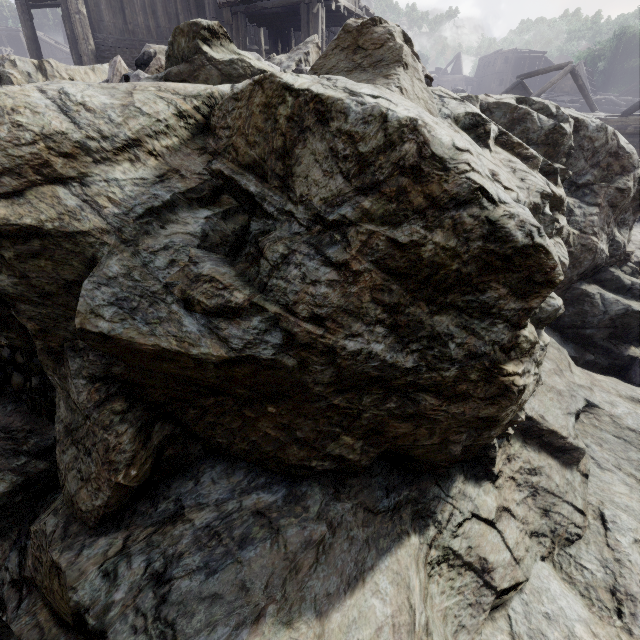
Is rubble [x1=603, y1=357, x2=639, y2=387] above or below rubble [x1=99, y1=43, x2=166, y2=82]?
below

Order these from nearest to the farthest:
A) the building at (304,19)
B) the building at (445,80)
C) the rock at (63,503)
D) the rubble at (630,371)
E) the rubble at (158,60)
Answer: the rock at (63,503) < the rubble at (158,60) < the rubble at (630,371) < the building at (304,19) < the building at (445,80)

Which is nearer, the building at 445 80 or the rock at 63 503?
the rock at 63 503

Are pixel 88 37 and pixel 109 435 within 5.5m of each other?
no

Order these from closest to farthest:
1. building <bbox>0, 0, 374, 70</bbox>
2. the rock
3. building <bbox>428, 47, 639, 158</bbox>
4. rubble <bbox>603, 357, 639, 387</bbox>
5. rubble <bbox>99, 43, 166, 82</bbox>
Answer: the rock
rubble <bbox>99, 43, 166, 82</bbox>
rubble <bbox>603, 357, 639, 387</bbox>
building <bbox>0, 0, 374, 70</bbox>
building <bbox>428, 47, 639, 158</bbox>

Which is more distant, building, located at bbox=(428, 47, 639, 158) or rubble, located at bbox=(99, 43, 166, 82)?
building, located at bbox=(428, 47, 639, 158)

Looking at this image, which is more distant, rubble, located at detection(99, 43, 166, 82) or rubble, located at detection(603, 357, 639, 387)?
rubble, located at detection(603, 357, 639, 387)

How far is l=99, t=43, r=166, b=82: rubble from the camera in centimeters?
476cm
